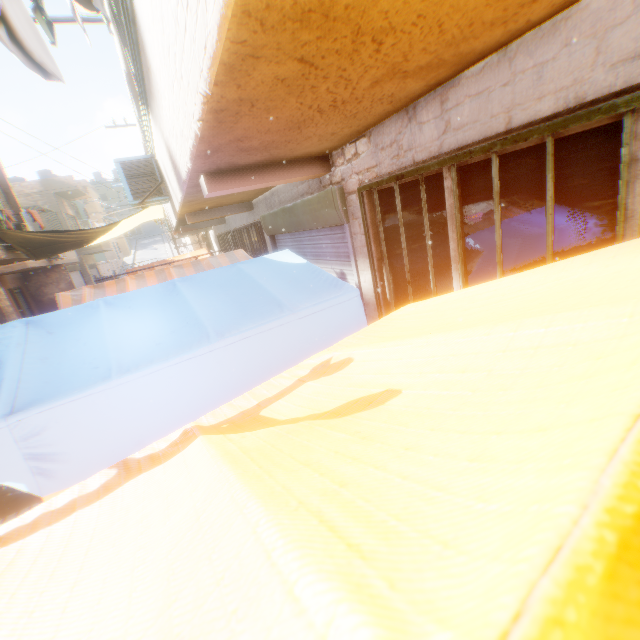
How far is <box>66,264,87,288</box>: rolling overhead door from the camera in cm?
2162

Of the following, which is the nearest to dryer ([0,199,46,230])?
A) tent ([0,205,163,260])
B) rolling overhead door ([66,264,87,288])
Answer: tent ([0,205,163,260])

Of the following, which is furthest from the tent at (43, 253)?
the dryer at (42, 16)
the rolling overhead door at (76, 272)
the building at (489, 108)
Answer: the rolling overhead door at (76, 272)

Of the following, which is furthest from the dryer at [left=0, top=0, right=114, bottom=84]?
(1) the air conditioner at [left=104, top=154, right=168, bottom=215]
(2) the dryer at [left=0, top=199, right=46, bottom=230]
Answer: (2) the dryer at [left=0, top=199, right=46, bottom=230]

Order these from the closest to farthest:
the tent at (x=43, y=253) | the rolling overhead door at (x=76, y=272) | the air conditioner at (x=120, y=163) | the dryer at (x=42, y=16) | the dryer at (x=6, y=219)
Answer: the dryer at (x=42, y=16)
the air conditioner at (x=120, y=163)
the dryer at (x=6, y=219)
the tent at (x=43, y=253)
the rolling overhead door at (x=76, y=272)

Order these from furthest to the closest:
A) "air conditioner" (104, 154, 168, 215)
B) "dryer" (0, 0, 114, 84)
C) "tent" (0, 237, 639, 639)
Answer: "air conditioner" (104, 154, 168, 215) → "dryer" (0, 0, 114, 84) → "tent" (0, 237, 639, 639)

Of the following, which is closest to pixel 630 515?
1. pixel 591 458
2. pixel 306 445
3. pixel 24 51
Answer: pixel 591 458

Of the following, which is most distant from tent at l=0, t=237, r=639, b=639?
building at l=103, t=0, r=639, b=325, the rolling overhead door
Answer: the rolling overhead door
